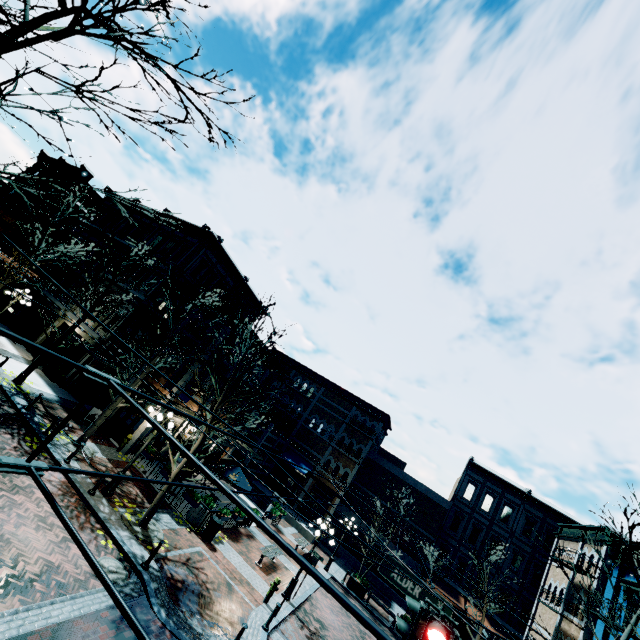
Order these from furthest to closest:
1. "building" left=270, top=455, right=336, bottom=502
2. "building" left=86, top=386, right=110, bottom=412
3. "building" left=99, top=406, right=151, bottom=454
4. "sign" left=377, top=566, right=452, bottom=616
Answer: "building" left=270, top=455, right=336, bottom=502, "building" left=86, top=386, right=110, bottom=412, "building" left=99, top=406, right=151, bottom=454, "sign" left=377, top=566, right=452, bottom=616

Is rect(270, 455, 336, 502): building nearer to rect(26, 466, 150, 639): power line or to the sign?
rect(26, 466, 150, 639): power line

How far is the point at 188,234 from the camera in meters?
25.2

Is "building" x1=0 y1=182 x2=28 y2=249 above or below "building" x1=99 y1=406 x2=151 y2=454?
above

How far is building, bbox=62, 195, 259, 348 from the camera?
22.4m

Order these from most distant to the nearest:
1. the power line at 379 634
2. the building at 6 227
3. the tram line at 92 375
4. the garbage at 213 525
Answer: the building at 6 227, the garbage at 213 525, the tram line at 92 375, the power line at 379 634

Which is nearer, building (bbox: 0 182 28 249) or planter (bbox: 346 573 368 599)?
planter (bbox: 346 573 368 599)

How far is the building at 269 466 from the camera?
28.9 meters
